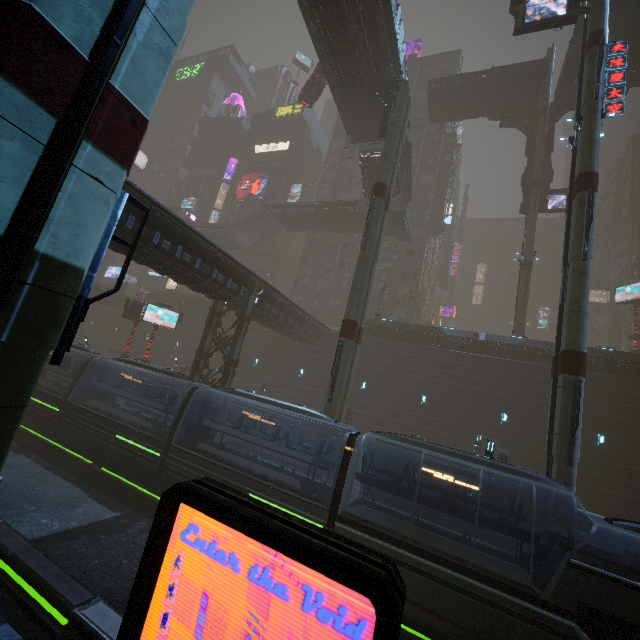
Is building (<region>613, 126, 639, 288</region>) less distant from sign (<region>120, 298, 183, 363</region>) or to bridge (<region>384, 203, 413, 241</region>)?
sign (<region>120, 298, 183, 363</region>)

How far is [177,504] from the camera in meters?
3.2 m

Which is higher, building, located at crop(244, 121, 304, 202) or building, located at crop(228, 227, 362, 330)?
building, located at crop(244, 121, 304, 202)

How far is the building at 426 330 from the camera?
27.8m

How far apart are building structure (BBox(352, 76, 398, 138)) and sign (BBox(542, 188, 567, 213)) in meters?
19.6 m

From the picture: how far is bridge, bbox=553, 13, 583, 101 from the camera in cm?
2869

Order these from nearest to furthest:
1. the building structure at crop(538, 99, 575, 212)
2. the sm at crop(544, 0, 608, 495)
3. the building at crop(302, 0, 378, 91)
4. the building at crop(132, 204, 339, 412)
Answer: the sm at crop(544, 0, 608, 495) < the building at crop(132, 204, 339, 412) < the building at crop(302, 0, 378, 91) < the building structure at crop(538, 99, 575, 212)

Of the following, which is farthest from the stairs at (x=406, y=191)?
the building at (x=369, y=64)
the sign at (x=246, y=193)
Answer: the sign at (x=246, y=193)
